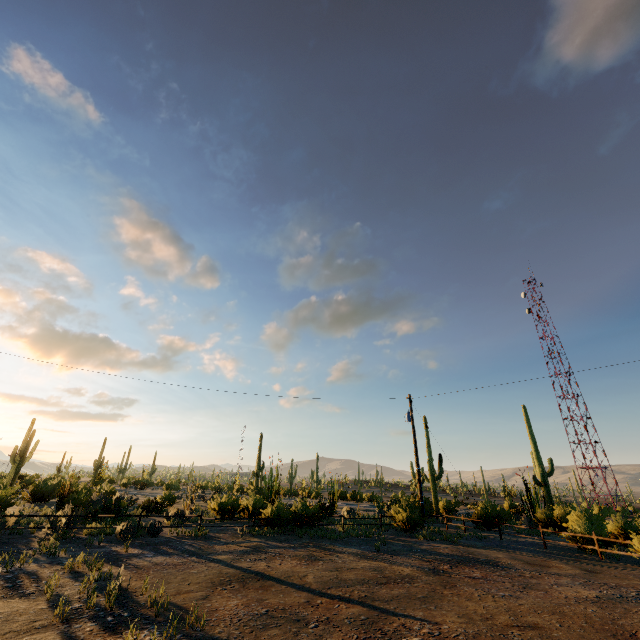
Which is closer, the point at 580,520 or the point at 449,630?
the point at 449,630
